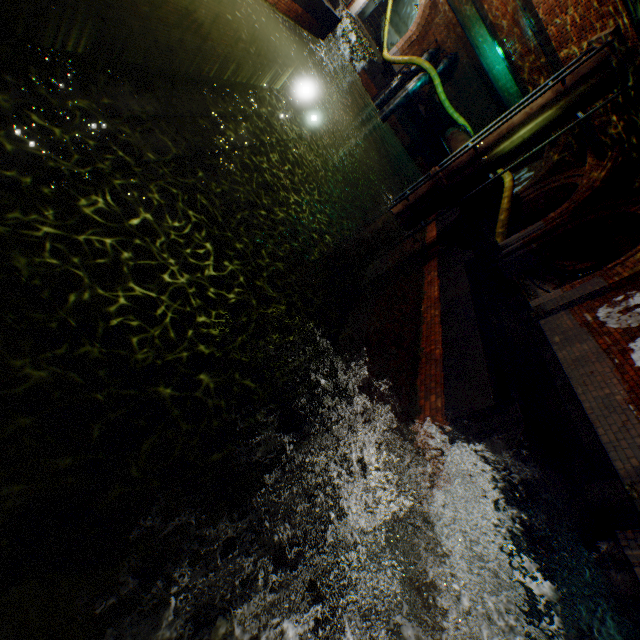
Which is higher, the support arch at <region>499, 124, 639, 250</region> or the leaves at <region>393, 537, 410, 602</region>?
the support arch at <region>499, 124, 639, 250</region>

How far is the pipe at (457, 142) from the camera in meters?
14.6

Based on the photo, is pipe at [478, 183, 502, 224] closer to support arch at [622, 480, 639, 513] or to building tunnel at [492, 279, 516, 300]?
building tunnel at [492, 279, 516, 300]

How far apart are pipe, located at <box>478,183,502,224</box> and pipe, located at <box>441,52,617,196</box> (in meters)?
5.55

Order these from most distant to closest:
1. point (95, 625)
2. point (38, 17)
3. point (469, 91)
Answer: point (469, 91) < point (38, 17) < point (95, 625)

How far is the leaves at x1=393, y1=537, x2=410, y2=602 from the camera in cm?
316

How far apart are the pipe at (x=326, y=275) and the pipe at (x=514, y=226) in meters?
7.7 m

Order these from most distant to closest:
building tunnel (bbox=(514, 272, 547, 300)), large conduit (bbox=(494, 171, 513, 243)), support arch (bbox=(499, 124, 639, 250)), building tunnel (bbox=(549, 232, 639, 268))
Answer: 1. building tunnel (bbox=(514, 272, 547, 300))
2. large conduit (bbox=(494, 171, 513, 243))
3. building tunnel (bbox=(549, 232, 639, 268))
4. support arch (bbox=(499, 124, 639, 250))
